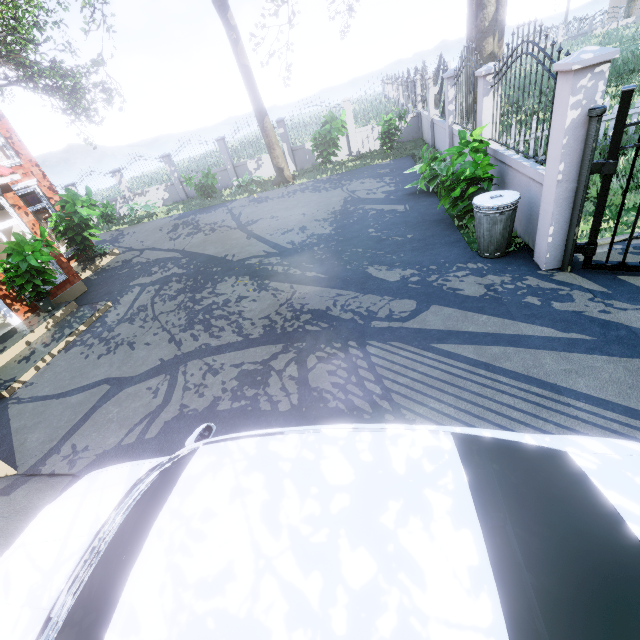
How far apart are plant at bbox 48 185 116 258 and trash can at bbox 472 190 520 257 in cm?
1214

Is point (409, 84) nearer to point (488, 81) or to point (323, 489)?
point (488, 81)

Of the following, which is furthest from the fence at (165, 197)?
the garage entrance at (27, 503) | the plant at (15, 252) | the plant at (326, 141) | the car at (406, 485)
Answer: the plant at (15, 252)

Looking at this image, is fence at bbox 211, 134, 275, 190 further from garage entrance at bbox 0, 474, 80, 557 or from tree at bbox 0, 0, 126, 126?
garage entrance at bbox 0, 474, 80, 557

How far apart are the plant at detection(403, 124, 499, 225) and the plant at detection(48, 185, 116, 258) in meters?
11.0 m

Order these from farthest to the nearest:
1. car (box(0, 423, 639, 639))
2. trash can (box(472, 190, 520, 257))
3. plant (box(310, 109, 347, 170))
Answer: plant (box(310, 109, 347, 170))
trash can (box(472, 190, 520, 257))
car (box(0, 423, 639, 639))

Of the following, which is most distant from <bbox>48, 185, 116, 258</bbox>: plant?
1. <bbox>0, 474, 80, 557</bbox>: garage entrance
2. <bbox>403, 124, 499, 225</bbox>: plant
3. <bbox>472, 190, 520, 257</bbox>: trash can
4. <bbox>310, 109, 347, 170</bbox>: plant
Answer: <bbox>472, 190, 520, 257</bbox>: trash can

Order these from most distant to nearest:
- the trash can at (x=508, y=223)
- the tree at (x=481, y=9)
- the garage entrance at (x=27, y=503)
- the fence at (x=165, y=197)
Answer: the fence at (x=165, y=197), the tree at (x=481, y=9), the trash can at (x=508, y=223), the garage entrance at (x=27, y=503)
